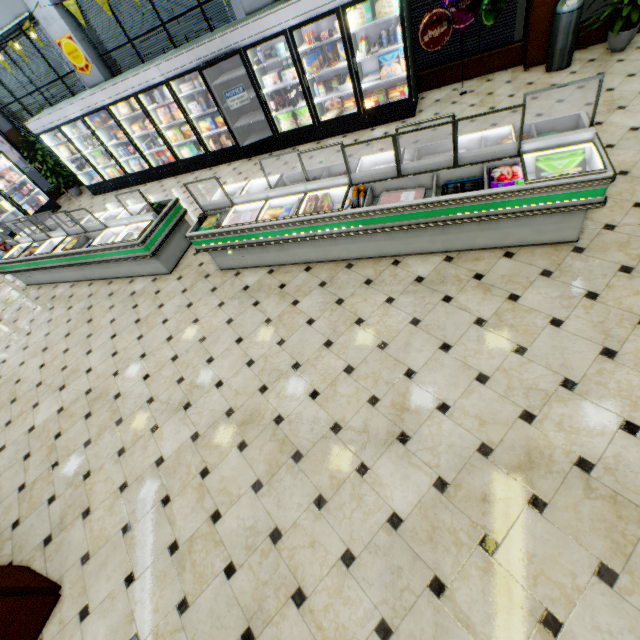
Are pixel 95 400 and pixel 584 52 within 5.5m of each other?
no

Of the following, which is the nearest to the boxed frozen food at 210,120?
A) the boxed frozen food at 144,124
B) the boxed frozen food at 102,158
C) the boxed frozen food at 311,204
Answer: the boxed frozen food at 144,124

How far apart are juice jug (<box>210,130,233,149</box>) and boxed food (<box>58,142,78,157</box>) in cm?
511

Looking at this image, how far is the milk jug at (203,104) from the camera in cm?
726

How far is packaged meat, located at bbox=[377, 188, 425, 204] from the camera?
3.6m

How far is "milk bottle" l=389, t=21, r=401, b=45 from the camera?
5.5m

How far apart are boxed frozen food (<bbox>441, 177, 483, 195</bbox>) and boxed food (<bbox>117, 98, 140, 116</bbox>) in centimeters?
837cm

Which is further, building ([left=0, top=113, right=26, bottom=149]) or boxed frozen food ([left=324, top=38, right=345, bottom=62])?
building ([left=0, top=113, right=26, bottom=149])
